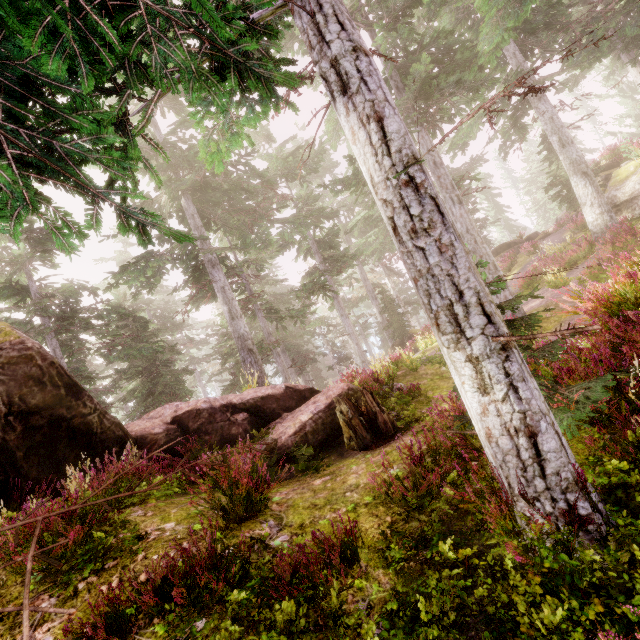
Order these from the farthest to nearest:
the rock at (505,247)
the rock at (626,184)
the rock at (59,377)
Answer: the rock at (505,247), the rock at (626,184), the rock at (59,377)

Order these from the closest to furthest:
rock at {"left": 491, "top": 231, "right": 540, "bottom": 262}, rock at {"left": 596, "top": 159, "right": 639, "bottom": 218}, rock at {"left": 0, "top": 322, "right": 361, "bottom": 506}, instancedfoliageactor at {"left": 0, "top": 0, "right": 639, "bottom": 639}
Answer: instancedfoliageactor at {"left": 0, "top": 0, "right": 639, "bottom": 639} → rock at {"left": 0, "top": 322, "right": 361, "bottom": 506} → rock at {"left": 596, "top": 159, "right": 639, "bottom": 218} → rock at {"left": 491, "top": 231, "right": 540, "bottom": 262}

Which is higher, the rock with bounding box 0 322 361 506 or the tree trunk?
the rock with bounding box 0 322 361 506

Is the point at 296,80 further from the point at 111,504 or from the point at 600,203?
the point at 600,203

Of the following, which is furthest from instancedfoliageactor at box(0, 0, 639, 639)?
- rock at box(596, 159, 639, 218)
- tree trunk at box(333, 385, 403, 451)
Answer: tree trunk at box(333, 385, 403, 451)

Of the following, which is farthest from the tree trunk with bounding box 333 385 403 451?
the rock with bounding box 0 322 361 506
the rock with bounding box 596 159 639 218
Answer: the rock with bounding box 596 159 639 218

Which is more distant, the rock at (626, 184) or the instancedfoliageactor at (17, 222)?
the rock at (626, 184)

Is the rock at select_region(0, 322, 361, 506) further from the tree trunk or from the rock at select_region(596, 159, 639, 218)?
the rock at select_region(596, 159, 639, 218)
